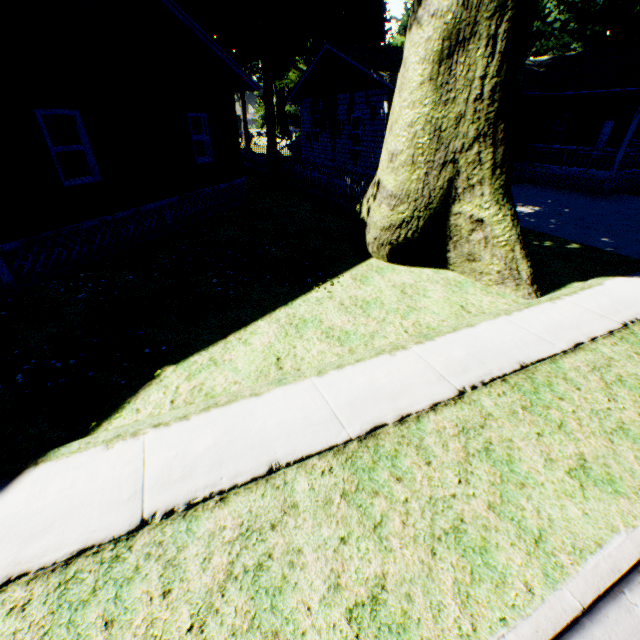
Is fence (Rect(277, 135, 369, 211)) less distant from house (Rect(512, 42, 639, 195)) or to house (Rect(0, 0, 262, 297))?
house (Rect(512, 42, 639, 195))

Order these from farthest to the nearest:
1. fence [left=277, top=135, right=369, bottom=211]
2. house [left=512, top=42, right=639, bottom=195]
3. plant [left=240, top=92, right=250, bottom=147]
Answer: plant [left=240, top=92, right=250, bottom=147], house [left=512, top=42, right=639, bottom=195], fence [left=277, top=135, right=369, bottom=211]

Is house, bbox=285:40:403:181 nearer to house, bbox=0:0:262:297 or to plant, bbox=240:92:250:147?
plant, bbox=240:92:250:147

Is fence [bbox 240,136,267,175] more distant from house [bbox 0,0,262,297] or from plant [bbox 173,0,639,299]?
house [bbox 0,0,262,297]

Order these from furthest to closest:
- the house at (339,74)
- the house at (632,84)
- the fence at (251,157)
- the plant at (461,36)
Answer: the fence at (251,157) → the house at (632,84) → the house at (339,74) → the plant at (461,36)

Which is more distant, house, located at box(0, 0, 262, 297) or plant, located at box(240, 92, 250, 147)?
plant, located at box(240, 92, 250, 147)

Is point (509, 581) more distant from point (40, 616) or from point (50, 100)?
point (50, 100)

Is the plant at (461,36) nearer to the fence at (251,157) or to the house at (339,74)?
the fence at (251,157)
